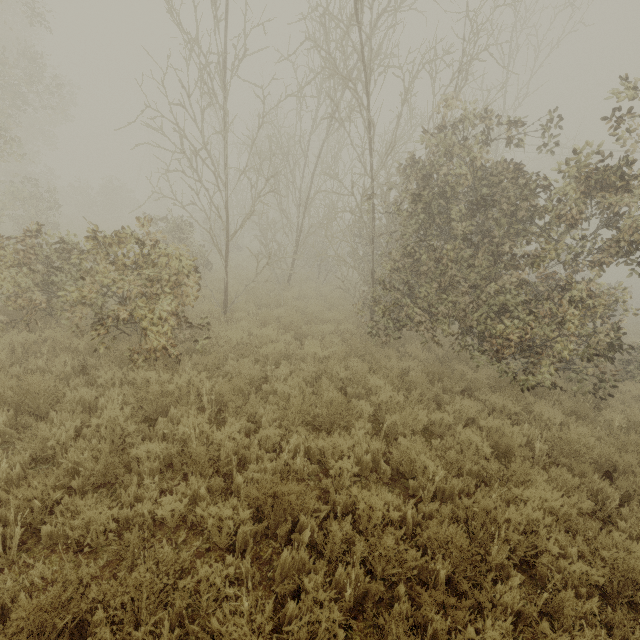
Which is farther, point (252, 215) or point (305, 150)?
point (305, 150)
